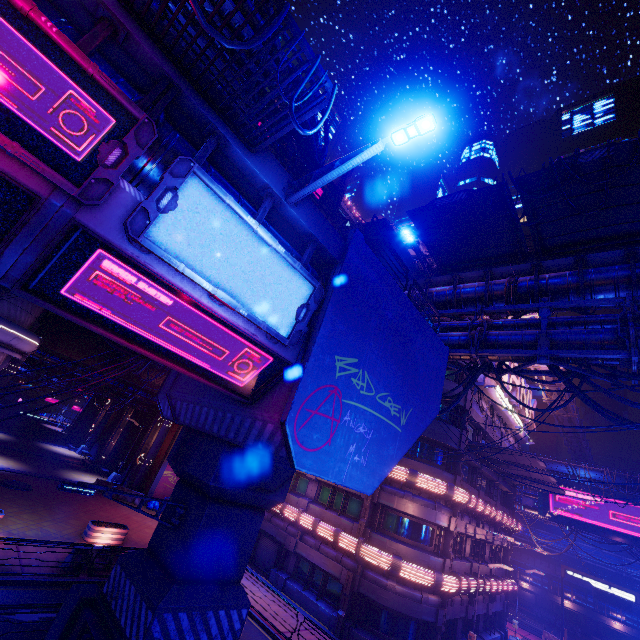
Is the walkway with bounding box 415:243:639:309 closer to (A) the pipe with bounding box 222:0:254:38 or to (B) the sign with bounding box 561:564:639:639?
(A) the pipe with bounding box 222:0:254:38

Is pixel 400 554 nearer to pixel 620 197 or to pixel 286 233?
pixel 286 233

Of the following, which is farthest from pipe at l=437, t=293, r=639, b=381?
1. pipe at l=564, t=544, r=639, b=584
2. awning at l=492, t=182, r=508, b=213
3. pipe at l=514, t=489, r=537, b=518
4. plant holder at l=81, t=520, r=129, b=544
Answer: plant holder at l=81, t=520, r=129, b=544

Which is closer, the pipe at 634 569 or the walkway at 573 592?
the walkway at 573 592

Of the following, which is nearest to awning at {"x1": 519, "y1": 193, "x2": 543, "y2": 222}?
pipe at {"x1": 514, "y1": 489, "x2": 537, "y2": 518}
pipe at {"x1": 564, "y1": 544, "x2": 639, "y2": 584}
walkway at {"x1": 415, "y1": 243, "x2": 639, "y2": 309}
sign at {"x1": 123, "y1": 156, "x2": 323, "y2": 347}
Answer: walkway at {"x1": 415, "y1": 243, "x2": 639, "y2": 309}

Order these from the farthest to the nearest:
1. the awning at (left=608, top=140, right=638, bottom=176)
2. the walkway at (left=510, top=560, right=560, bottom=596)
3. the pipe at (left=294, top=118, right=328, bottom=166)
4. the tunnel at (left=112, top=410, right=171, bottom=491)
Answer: the walkway at (left=510, top=560, right=560, bottom=596)
the tunnel at (left=112, top=410, right=171, bottom=491)
the pipe at (left=294, top=118, right=328, bottom=166)
the awning at (left=608, top=140, right=638, bottom=176)

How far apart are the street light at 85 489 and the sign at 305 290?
5.7 meters

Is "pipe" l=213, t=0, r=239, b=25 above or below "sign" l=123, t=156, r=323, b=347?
above
